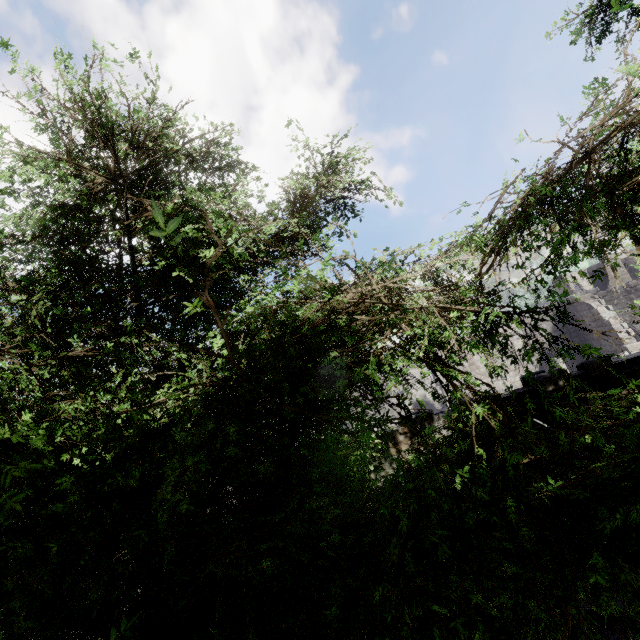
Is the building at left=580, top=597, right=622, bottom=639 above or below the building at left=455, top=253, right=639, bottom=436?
below

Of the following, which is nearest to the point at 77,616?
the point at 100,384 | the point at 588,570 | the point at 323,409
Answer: the point at 323,409

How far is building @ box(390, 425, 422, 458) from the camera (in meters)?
7.77

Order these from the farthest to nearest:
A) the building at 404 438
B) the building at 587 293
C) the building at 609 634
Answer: the building at 404 438, the building at 587 293, the building at 609 634

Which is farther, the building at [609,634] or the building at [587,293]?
the building at [587,293]

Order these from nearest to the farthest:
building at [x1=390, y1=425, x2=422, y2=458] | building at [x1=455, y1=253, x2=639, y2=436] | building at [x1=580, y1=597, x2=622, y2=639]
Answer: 1. building at [x1=580, y1=597, x2=622, y2=639]
2. building at [x1=455, y1=253, x2=639, y2=436]
3. building at [x1=390, y1=425, x2=422, y2=458]

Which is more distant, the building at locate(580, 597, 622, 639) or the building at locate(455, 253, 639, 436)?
the building at locate(455, 253, 639, 436)
